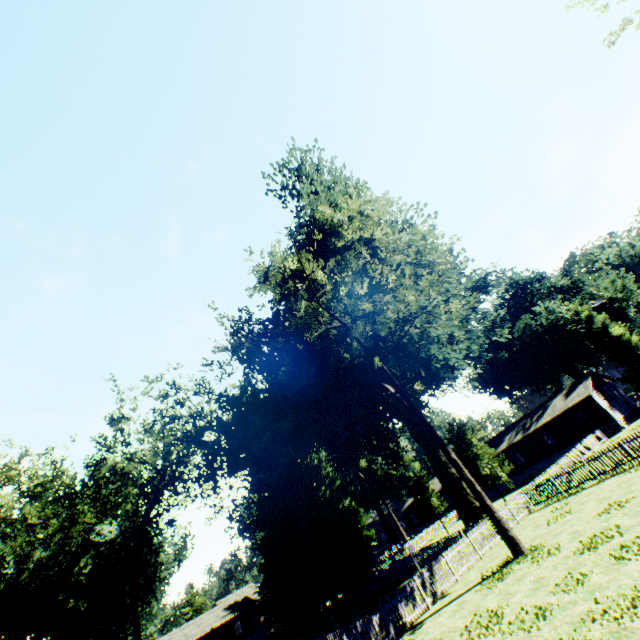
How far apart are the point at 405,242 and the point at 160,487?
35.0m

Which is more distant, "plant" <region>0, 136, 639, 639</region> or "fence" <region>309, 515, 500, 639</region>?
"plant" <region>0, 136, 639, 639</region>

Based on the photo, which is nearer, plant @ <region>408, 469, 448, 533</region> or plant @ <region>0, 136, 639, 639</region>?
plant @ <region>0, 136, 639, 639</region>

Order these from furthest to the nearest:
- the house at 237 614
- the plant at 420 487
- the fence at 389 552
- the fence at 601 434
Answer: the house at 237 614
the plant at 420 487
the fence at 601 434
the fence at 389 552

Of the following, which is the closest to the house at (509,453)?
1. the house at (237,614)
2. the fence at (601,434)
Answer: the fence at (601,434)

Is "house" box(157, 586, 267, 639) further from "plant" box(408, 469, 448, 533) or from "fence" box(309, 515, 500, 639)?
"plant" box(408, 469, 448, 533)

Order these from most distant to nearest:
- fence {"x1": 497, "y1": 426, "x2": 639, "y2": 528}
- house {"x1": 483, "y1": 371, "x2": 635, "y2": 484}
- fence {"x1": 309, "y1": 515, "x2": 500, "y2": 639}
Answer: house {"x1": 483, "y1": 371, "x2": 635, "y2": 484}, fence {"x1": 497, "y1": 426, "x2": 639, "y2": 528}, fence {"x1": 309, "y1": 515, "x2": 500, "y2": 639}
